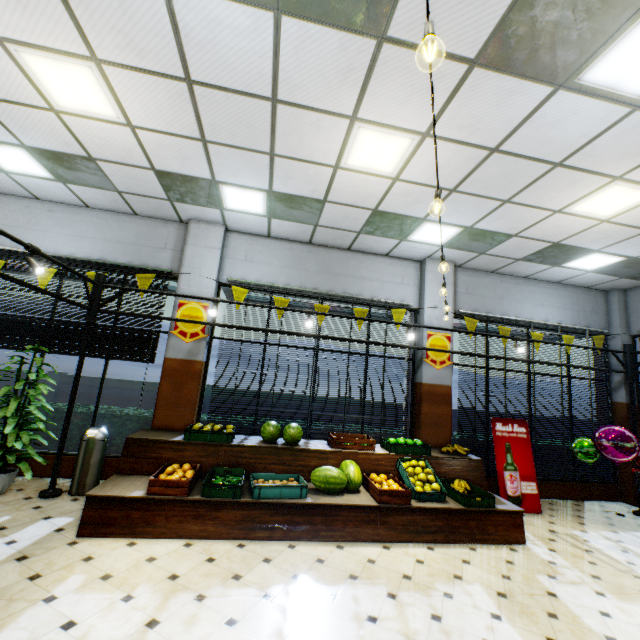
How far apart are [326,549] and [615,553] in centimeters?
433cm

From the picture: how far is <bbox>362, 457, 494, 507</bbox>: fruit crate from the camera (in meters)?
4.52

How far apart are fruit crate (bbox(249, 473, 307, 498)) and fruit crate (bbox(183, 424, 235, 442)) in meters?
0.7 m

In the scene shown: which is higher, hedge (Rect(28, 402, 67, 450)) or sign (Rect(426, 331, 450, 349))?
sign (Rect(426, 331, 450, 349))

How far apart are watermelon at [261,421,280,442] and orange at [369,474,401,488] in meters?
1.4

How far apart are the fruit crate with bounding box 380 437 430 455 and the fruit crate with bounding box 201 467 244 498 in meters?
2.5

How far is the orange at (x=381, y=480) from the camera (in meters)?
4.65

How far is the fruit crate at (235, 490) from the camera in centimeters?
412cm
